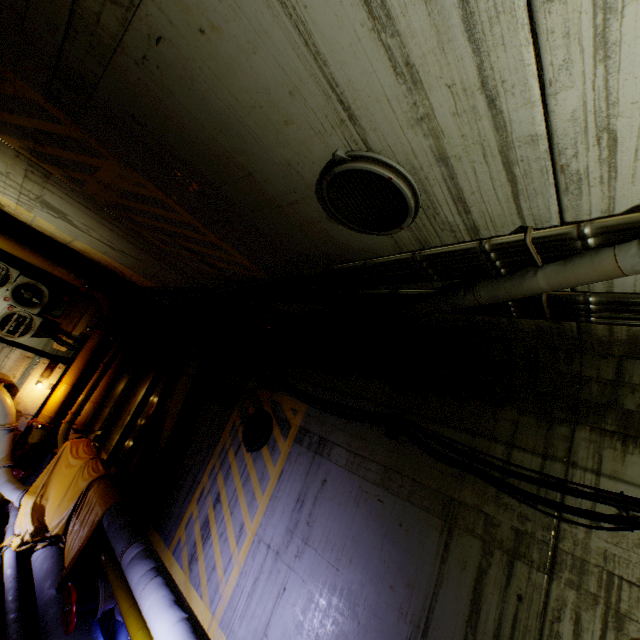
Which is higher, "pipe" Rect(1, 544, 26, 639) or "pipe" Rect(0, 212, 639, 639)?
"pipe" Rect(0, 212, 639, 639)

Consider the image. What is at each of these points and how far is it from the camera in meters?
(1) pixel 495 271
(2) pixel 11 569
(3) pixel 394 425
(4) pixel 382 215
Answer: (1) pipe, 2.6
(2) pipe, 6.6
(3) cable, 4.8
(4) cable, 2.7

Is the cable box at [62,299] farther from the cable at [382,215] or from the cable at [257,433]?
the cable at [382,215]

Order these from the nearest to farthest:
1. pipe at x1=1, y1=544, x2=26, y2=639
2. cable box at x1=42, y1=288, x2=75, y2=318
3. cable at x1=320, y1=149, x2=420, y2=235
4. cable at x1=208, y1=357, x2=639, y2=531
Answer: cable at x1=320, y1=149, x2=420, y2=235
cable at x1=208, y1=357, x2=639, y2=531
pipe at x1=1, y1=544, x2=26, y2=639
cable box at x1=42, y1=288, x2=75, y2=318

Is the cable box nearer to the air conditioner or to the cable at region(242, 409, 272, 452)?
the air conditioner

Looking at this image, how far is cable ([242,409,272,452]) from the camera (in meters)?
6.30

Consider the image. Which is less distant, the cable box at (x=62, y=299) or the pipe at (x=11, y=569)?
the pipe at (x=11, y=569)

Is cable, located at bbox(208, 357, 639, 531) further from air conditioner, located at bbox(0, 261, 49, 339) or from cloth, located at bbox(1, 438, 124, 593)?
air conditioner, located at bbox(0, 261, 49, 339)
